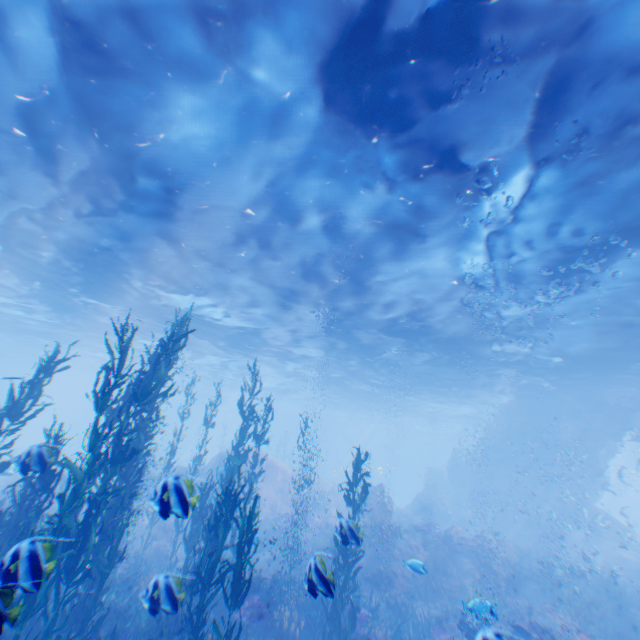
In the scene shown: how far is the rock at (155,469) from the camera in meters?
19.5

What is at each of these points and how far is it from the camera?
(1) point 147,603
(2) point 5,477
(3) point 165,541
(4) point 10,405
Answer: (1) instancedfoliageactor, 4.90m
(2) rock, 25.94m
(3) rock, 15.39m
(4) instancedfoliageactor, 8.19m

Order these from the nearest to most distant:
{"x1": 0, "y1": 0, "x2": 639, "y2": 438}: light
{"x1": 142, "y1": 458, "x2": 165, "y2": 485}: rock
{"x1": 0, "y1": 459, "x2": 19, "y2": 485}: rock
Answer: {"x1": 0, "y1": 0, "x2": 639, "y2": 438}: light → {"x1": 0, "y1": 459, "x2": 19, "y2": 485}: rock → {"x1": 142, "y1": 458, "x2": 165, "y2": 485}: rock

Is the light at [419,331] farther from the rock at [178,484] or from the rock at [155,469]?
the rock at [155,469]

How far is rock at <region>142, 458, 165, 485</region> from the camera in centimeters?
1949cm

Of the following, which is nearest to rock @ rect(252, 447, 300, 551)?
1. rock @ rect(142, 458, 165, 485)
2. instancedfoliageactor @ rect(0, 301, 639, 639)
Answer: instancedfoliageactor @ rect(0, 301, 639, 639)

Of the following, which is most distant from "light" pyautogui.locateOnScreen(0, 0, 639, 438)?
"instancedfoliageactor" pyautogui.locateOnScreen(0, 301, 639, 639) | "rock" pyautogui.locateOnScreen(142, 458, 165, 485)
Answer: "rock" pyautogui.locateOnScreen(142, 458, 165, 485)

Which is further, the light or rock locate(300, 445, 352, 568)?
rock locate(300, 445, 352, 568)
